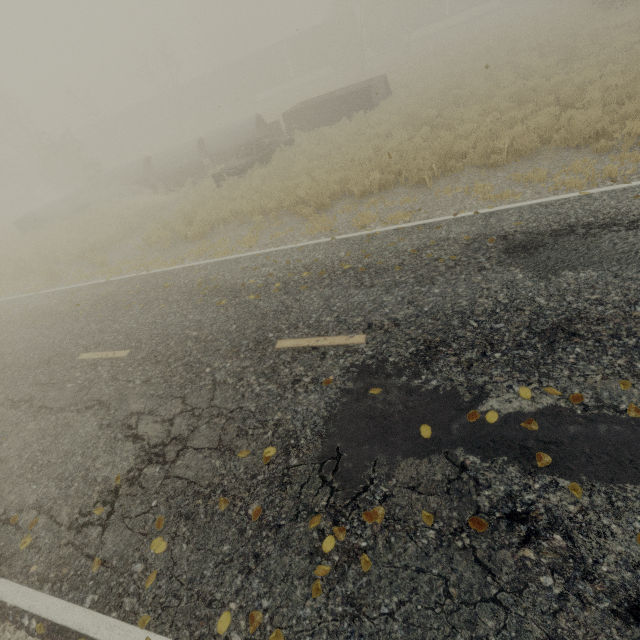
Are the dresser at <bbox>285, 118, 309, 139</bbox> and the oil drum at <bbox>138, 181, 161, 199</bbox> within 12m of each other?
yes

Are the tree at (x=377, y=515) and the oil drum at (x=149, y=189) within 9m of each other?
no

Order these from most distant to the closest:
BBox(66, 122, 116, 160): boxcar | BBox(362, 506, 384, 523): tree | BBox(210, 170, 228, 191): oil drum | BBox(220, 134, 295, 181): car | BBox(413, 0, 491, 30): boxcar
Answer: BBox(66, 122, 116, 160): boxcar < BBox(413, 0, 491, 30): boxcar < BBox(220, 134, 295, 181): car < BBox(210, 170, 228, 191): oil drum < BBox(362, 506, 384, 523): tree

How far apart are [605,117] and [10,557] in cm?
1418

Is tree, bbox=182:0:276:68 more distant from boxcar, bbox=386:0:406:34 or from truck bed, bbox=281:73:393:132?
truck bed, bbox=281:73:393:132

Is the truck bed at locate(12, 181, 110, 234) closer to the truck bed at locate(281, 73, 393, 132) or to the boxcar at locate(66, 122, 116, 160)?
the truck bed at locate(281, 73, 393, 132)

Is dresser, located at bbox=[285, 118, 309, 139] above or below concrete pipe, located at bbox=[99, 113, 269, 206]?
below

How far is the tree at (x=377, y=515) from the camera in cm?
305
